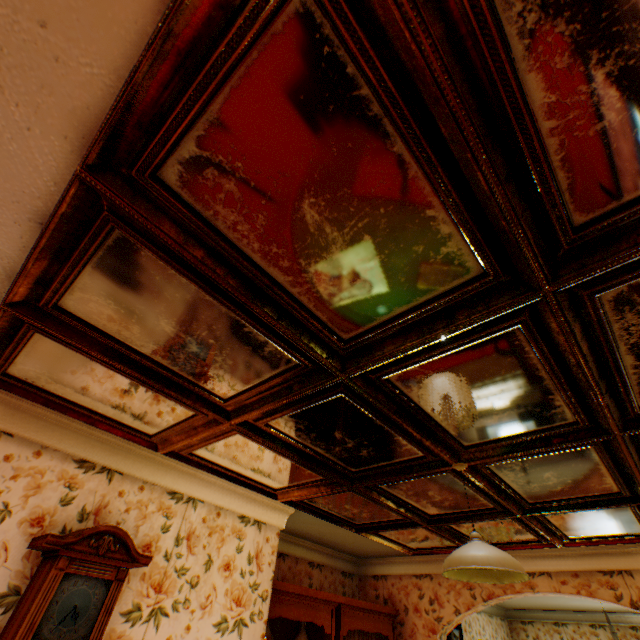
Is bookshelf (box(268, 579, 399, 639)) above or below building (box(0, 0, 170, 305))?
below

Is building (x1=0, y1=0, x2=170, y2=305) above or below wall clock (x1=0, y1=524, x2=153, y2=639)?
above

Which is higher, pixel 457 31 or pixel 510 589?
pixel 457 31

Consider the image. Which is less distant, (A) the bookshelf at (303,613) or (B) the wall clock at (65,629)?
(B) the wall clock at (65,629)

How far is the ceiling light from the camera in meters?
1.8 m

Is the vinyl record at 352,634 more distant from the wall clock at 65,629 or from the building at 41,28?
the wall clock at 65,629

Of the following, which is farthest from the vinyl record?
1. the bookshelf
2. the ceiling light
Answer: the ceiling light

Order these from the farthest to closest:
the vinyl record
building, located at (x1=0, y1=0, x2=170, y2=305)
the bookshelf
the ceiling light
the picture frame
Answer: the picture frame → the vinyl record → the bookshelf → the ceiling light → building, located at (x1=0, y1=0, x2=170, y2=305)
